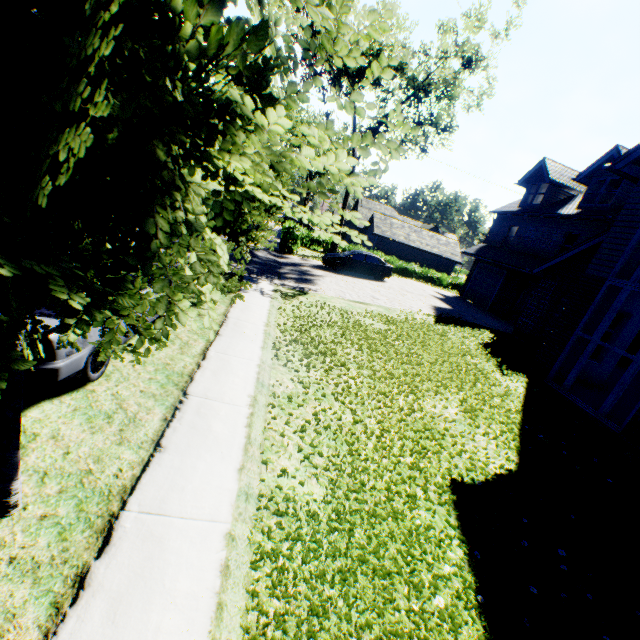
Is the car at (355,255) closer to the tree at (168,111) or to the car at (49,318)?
the tree at (168,111)

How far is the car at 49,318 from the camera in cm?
428

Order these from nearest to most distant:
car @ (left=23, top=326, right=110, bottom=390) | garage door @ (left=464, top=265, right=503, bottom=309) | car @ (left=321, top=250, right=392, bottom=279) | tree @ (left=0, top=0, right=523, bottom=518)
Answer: tree @ (left=0, top=0, right=523, bottom=518)
car @ (left=23, top=326, right=110, bottom=390)
car @ (left=321, top=250, right=392, bottom=279)
garage door @ (left=464, top=265, right=503, bottom=309)

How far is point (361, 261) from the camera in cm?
2175

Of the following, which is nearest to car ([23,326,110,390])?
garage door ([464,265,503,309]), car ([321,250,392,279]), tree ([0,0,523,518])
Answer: tree ([0,0,523,518])

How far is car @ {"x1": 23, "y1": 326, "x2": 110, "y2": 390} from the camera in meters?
4.1 m

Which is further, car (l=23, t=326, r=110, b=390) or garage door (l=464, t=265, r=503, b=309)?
garage door (l=464, t=265, r=503, b=309)
